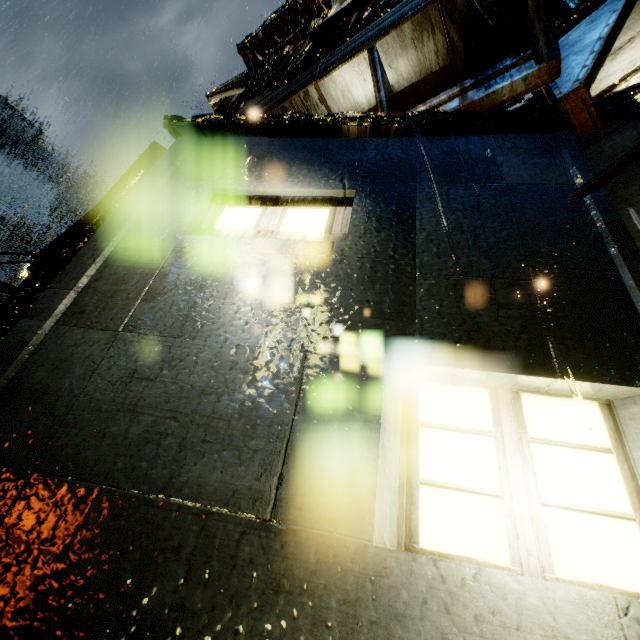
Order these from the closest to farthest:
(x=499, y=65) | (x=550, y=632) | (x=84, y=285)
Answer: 1. (x=550, y=632)
2. (x=84, y=285)
3. (x=499, y=65)

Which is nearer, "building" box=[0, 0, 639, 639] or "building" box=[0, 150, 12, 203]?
"building" box=[0, 0, 639, 639]

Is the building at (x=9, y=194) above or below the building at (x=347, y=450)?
above

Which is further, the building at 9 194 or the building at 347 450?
the building at 9 194

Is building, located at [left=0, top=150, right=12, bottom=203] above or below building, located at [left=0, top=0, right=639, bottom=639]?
above
